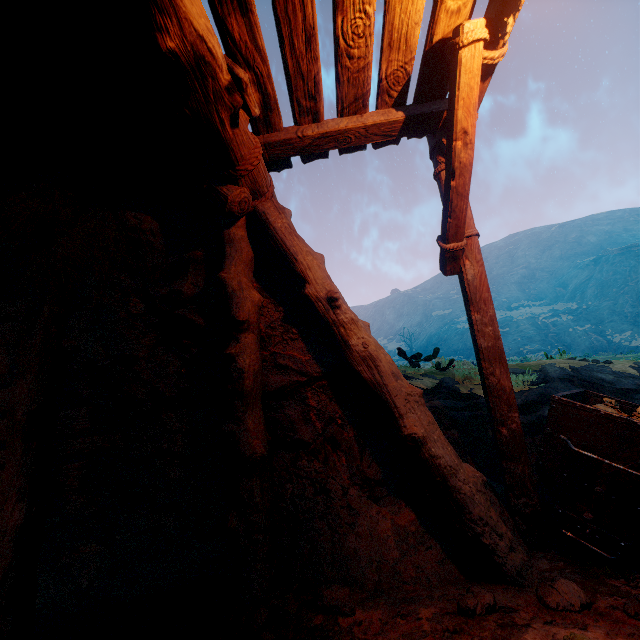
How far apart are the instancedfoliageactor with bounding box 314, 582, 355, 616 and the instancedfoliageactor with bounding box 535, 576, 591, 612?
1.28m

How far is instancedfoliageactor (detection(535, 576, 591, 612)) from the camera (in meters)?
2.13

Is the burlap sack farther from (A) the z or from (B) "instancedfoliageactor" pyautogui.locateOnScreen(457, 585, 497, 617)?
(B) "instancedfoliageactor" pyautogui.locateOnScreen(457, 585, 497, 617)

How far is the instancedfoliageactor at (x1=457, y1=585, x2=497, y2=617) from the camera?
2.1 meters

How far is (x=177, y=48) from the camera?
2.10m

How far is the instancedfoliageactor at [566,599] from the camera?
2.1 meters

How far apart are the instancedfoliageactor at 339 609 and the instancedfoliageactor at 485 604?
0.7m

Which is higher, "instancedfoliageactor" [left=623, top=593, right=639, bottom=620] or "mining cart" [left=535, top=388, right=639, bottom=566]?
"mining cart" [left=535, top=388, right=639, bottom=566]
